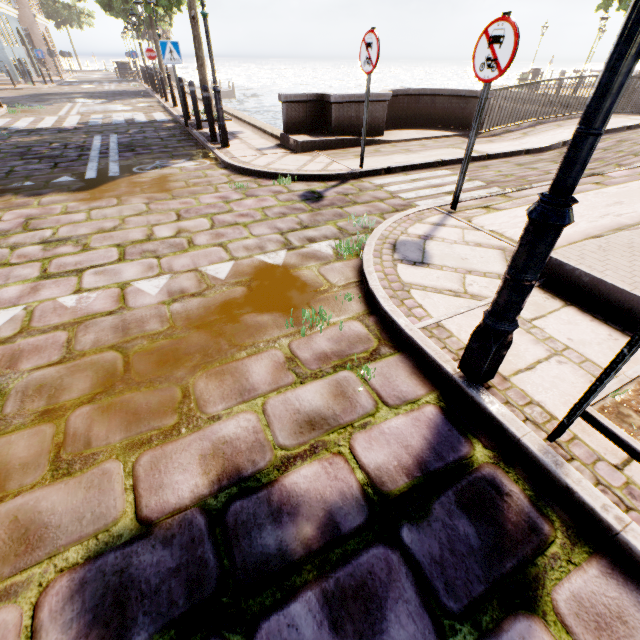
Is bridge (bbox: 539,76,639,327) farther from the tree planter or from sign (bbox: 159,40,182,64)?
sign (bbox: 159,40,182,64)

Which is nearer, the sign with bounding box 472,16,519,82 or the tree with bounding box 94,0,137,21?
the sign with bounding box 472,16,519,82

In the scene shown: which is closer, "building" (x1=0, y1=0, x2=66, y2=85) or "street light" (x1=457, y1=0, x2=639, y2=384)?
"street light" (x1=457, y1=0, x2=639, y2=384)

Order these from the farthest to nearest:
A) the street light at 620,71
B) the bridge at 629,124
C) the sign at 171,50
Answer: the sign at 171,50 < the bridge at 629,124 < the street light at 620,71

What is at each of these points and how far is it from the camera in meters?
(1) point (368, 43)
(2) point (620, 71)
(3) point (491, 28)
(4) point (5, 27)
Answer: (1) sign, 5.0
(2) street light, 1.1
(3) sign, 3.3
(4) building, 23.0

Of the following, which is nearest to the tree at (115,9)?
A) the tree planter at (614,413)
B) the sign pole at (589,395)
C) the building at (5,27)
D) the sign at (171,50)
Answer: the tree planter at (614,413)

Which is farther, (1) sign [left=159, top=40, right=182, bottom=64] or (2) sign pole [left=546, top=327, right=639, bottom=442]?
(1) sign [left=159, top=40, right=182, bottom=64]

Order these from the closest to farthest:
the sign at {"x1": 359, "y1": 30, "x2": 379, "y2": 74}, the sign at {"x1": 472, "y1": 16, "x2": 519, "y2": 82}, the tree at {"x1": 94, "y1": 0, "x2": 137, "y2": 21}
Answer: the sign at {"x1": 472, "y1": 16, "x2": 519, "y2": 82}, the sign at {"x1": 359, "y1": 30, "x2": 379, "y2": 74}, the tree at {"x1": 94, "y1": 0, "x2": 137, "y2": 21}
